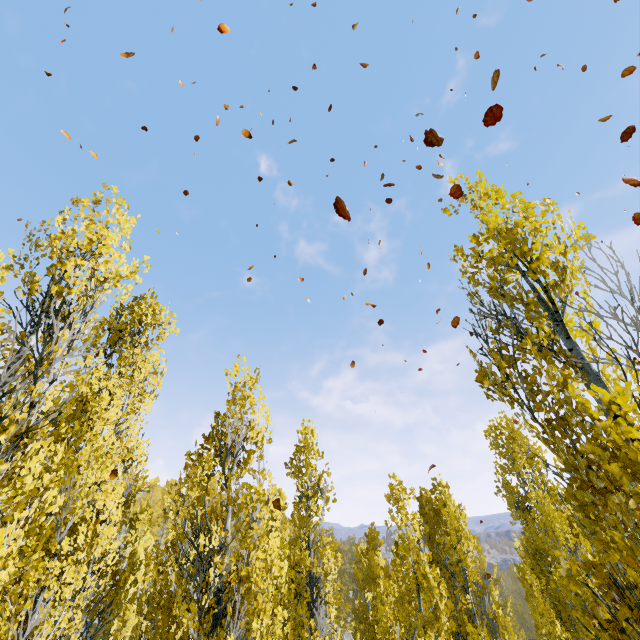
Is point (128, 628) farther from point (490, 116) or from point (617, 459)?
point (490, 116)
